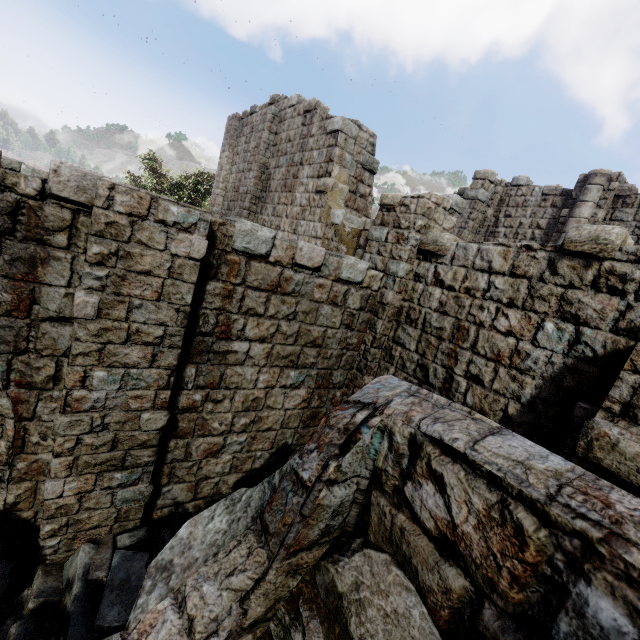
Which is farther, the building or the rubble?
the rubble

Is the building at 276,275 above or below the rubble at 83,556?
above

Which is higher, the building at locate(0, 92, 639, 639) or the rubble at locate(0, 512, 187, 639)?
the building at locate(0, 92, 639, 639)

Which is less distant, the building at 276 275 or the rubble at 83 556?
the building at 276 275

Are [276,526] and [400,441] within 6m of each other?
yes
